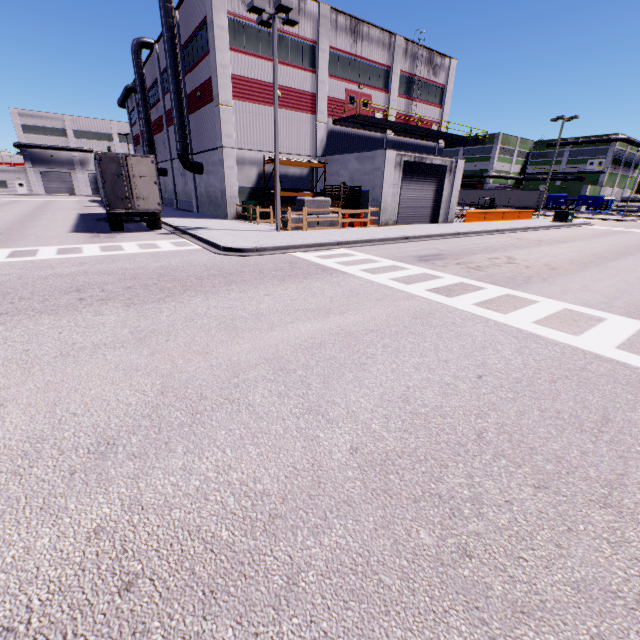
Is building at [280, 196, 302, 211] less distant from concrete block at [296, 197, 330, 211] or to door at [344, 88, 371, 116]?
door at [344, 88, 371, 116]

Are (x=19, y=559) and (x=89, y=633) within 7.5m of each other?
yes

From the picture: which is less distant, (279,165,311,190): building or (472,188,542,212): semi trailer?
(279,165,311,190): building

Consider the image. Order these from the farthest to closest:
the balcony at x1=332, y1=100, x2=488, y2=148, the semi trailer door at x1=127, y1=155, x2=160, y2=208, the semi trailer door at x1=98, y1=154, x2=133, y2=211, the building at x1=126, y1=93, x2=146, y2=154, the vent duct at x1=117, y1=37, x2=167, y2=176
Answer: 1. the building at x1=126, y1=93, x2=146, y2=154
2. the vent duct at x1=117, y1=37, x2=167, y2=176
3. the balcony at x1=332, y1=100, x2=488, y2=148
4. the semi trailer door at x1=127, y1=155, x2=160, y2=208
5. the semi trailer door at x1=98, y1=154, x2=133, y2=211

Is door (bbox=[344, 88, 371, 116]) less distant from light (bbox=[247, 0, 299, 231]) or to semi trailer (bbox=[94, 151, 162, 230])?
semi trailer (bbox=[94, 151, 162, 230])

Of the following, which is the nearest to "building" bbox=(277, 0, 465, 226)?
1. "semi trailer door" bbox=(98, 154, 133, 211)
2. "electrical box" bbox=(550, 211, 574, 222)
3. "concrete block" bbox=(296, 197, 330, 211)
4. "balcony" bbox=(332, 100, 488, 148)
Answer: "balcony" bbox=(332, 100, 488, 148)

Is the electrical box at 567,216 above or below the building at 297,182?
below

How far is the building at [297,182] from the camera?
25.86m
